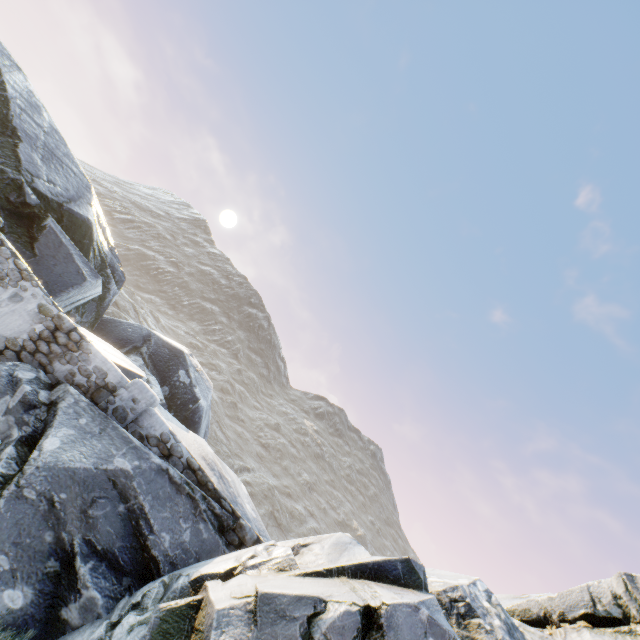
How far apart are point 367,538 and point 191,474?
64.91m

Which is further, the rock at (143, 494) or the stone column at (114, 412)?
the stone column at (114, 412)

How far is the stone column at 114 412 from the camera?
7.0m

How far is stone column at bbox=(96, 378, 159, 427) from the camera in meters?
7.0 m

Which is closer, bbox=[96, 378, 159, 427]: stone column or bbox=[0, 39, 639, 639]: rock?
bbox=[0, 39, 639, 639]: rock
